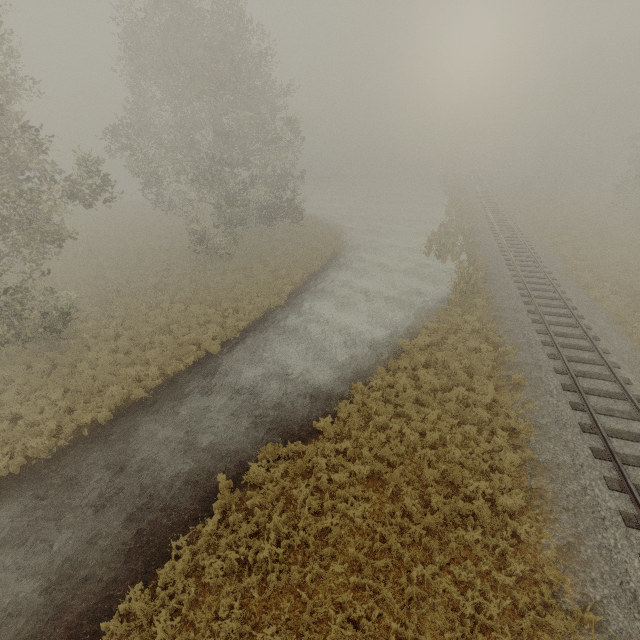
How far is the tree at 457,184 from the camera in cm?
1950

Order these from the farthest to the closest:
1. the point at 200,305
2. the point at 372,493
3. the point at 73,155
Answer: the point at 200,305 < the point at 73,155 < the point at 372,493

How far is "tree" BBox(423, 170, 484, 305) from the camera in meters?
19.5 m

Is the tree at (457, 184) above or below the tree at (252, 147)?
below

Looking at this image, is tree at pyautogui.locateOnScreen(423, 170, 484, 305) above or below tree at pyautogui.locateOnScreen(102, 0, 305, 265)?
below
